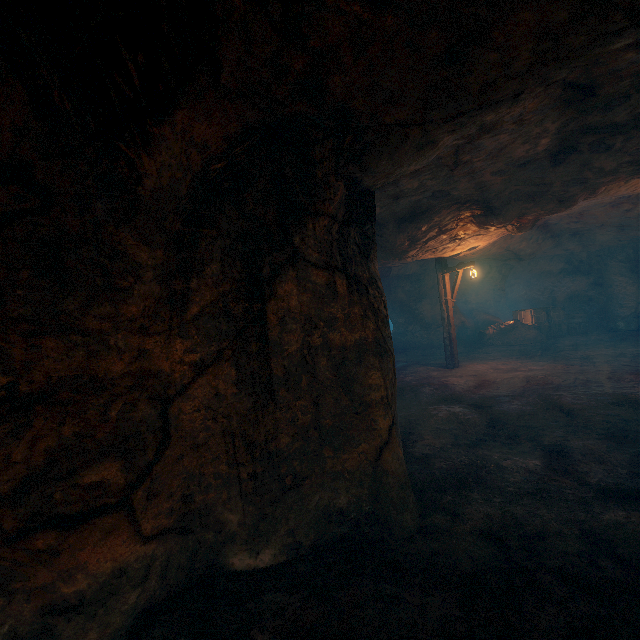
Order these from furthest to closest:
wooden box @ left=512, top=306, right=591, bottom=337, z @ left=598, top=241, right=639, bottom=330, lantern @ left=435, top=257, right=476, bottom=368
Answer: wooden box @ left=512, top=306, right=591, bottom=337, z @ left=598, top=241, right=639, bottom=330, lantern @ left=435, top=257, right=476, bottom=368

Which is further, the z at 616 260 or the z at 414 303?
the z at 616 260

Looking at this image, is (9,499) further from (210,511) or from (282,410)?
(282,410)

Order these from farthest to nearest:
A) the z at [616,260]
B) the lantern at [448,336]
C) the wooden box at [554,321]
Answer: the wooden box at [554,321] < the z at [616,260] < the lantern at [448,336]

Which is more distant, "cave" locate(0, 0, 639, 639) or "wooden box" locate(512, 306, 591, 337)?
"wooden box" locate(512, 306, 591, 337)

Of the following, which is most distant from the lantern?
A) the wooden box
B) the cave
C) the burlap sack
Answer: the wooden box

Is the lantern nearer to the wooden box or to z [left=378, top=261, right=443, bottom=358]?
z [left=378, top=261, right=443, bottom=358]

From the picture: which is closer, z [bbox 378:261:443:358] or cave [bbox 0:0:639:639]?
cave [bbox 0:0:639:639]
